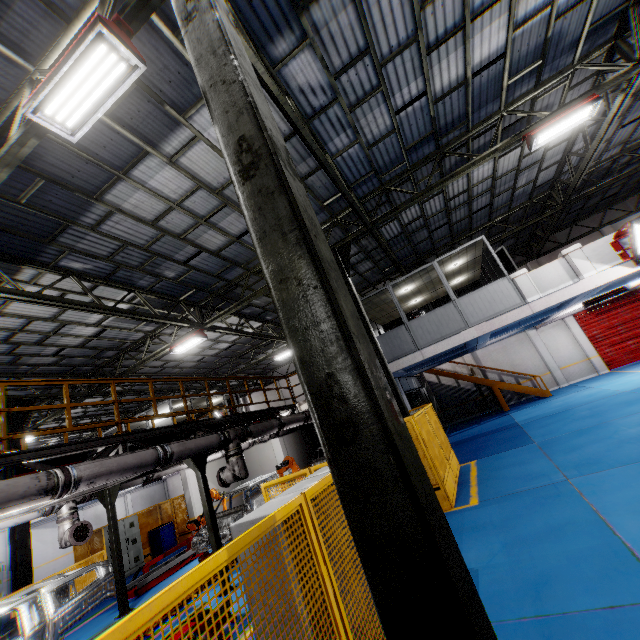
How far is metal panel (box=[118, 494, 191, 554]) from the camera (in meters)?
15.53

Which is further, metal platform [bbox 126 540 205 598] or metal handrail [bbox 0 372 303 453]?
metal platform [bbox 126 540 205 598]

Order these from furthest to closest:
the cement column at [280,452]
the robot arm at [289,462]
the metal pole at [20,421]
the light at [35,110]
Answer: the cement column at [280,452], the metal pole at [20,421], the robot arm at [289,462], the light at [35,110]

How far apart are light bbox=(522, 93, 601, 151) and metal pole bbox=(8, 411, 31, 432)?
19.86m

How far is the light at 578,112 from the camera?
8.12m

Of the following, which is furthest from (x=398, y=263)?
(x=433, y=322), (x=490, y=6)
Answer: (x=490, y=6)

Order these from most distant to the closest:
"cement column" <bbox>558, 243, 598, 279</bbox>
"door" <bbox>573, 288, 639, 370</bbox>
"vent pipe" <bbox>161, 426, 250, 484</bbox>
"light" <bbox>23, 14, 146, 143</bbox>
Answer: "door" <bbox>573, 288, 639, 370</bbox>
"cement column" <bbox>558, 243, 598, 279</bbox>
"vent pipe" <bbox>161, 426, 250, 484</bbox>
"light" <bbox>23, 14, 146, 143</bbox>

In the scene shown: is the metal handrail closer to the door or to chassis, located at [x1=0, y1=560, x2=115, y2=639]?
chassis, located at [x1=0, y1=560, x2=115, y2=639]
